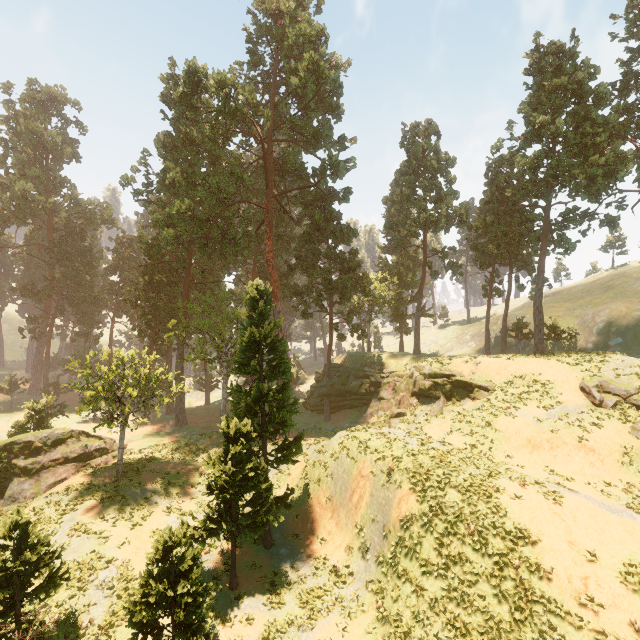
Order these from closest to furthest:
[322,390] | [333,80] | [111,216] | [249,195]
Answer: [333,80] → [322,390] → [249,195] → [111,216]

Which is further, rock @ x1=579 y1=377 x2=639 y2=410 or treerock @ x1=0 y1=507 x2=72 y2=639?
rock @ x1=579 y1=377 x2=639 y2=410

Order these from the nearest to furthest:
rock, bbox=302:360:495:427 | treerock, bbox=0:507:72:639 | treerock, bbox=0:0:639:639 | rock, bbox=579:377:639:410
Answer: treerock, bbox=0:507:72:639
treerock, bbox=0:0:639:639
rock, bbox=579:377:639:410
rock, bbox=302:360:495:427

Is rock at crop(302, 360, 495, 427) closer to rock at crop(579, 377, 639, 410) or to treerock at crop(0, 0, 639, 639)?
treerock at crop(0, 0, 639, 639)

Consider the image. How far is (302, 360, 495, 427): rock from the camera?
28.41m

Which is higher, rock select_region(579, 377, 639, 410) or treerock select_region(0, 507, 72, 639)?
rock select_region(579, 377, 639, 410)

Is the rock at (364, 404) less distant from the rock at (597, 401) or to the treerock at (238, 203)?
the treerock at (238, 203)

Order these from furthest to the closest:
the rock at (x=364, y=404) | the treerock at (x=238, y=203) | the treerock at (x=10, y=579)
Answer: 1. the rock at (x=364, y=404)
2. the treerock at (x=238, y=203)
3. the treerock at (x=10, y=579)
